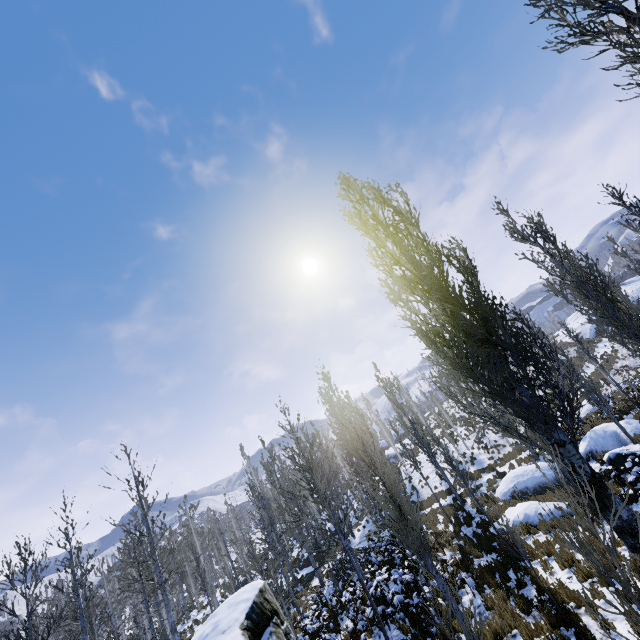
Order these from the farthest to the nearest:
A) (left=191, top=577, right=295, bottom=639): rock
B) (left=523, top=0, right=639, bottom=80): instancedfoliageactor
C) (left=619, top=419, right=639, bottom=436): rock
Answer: (left=619, top=419, right=639, bottom=436): rock
(left=191, top=577, right=295, bottom=639): rock
(left=523, top=0, right=639, bottom=80): instancedfoliageactor

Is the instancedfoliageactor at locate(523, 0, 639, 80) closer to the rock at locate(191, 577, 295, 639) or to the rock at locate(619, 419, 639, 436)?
the rock at locate(191, 577, 295, 639)

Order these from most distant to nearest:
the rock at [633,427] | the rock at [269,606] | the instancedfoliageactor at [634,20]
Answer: the rock at [633,427], the rock at [269,606], the instancedfoliageactor at [634,20]

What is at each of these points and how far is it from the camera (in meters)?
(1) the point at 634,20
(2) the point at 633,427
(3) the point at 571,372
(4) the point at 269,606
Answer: (1) instancedfoliageactor, 4.16
(2) rock, 16.36
(3) instancedfoliageactor, 16.42
(4) rock, 8.06

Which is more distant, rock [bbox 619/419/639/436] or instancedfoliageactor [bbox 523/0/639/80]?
rock [bbox 619/419/639/436]

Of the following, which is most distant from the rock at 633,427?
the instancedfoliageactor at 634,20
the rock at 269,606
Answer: the rock at 269,606
